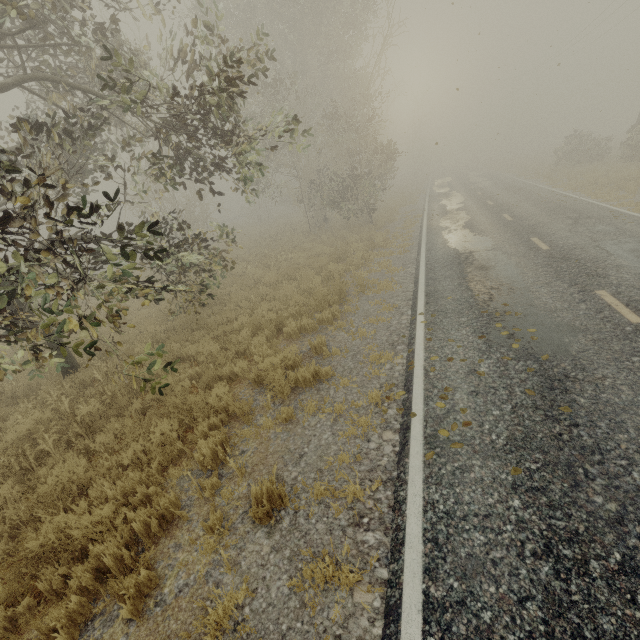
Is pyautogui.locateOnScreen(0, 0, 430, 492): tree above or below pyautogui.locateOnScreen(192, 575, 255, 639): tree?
above

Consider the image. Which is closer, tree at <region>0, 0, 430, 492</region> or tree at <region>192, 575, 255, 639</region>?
tree at <region>192, 575, 255, 639</region>

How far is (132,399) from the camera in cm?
698

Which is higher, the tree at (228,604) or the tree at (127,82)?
the tree at (127,82)

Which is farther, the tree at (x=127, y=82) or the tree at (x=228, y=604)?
the tree at (x=127, y=82)
